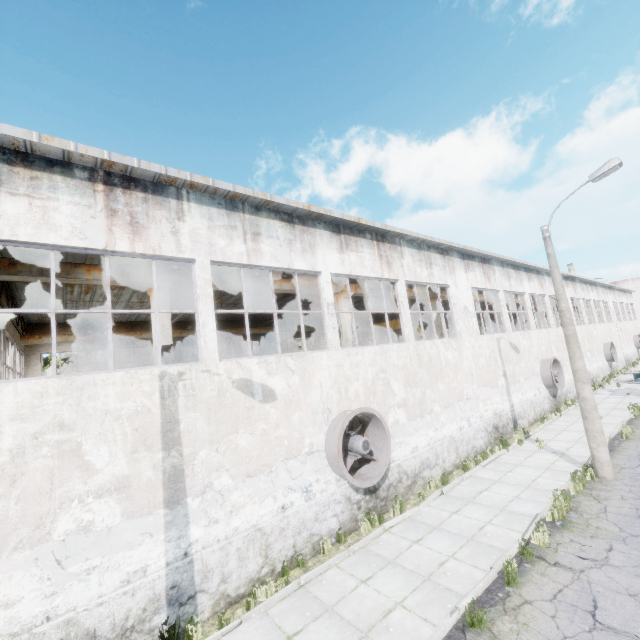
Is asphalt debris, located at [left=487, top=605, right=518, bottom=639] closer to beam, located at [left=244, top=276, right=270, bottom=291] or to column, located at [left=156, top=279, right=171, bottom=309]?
column, located at [left=156, top=279, right=171, bottom=309]

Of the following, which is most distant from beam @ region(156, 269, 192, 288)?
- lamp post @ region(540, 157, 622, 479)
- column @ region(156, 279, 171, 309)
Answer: lamp post @ region(540, 157, 622, 479)

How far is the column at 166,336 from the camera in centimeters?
993cm

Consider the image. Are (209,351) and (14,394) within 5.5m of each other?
yes

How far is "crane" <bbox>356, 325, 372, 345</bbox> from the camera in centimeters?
2405cm

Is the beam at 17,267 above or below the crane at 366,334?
above

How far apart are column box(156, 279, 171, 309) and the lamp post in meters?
13.2 m

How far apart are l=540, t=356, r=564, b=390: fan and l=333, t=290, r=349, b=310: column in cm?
1335
